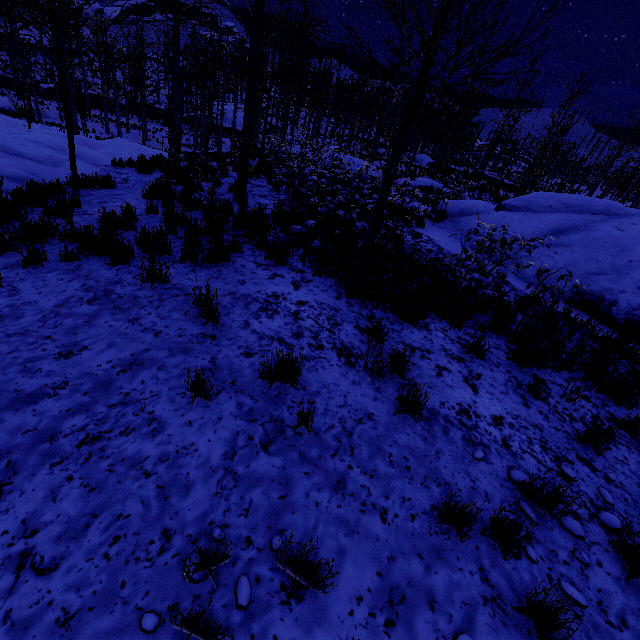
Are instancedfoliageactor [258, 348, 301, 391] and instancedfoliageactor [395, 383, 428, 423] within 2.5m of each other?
yes

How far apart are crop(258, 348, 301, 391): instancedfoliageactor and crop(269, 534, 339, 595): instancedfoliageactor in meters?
1.3 m

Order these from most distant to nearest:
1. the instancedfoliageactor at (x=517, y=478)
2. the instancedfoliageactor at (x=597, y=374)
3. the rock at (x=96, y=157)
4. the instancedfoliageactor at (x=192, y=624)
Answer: the rock at (x=96, y=157), the instancedfoliageactor at (x=597, y=374), the instancedfoliageactor at (x=517, y=478), the instancedfoliageactor at (x=192, y=624)

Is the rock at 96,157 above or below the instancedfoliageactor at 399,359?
below

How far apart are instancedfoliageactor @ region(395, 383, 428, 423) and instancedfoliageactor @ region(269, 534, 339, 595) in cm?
166

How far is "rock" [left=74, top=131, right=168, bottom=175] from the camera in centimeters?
1038cm

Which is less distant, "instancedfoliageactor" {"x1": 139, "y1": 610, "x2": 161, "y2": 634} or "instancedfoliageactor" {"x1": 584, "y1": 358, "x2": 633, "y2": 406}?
"instancedfoliageactor" {"x1": 139, "y1": 610, "x2": 161, "y2": 634}

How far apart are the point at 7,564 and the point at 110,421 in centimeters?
102cm
